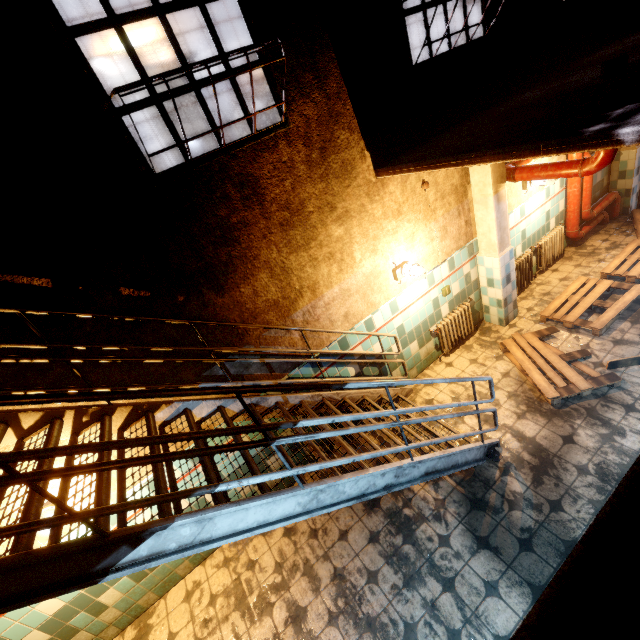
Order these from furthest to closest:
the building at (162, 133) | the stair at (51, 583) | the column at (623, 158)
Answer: the building at (162, 133), the column at (623, 158), the stair at (51, 583)

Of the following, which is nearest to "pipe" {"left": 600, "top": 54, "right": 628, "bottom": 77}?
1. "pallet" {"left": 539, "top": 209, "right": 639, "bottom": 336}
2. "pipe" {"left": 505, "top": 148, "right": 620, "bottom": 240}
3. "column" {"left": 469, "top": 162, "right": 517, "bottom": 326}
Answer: "pipe" {"left": 505, "top": 148, "right": 620, "bottom": 240}

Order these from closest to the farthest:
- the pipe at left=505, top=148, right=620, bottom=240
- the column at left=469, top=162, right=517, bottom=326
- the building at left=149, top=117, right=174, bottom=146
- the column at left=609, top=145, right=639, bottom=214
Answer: the pipe at left=505, top=148, right=620, bottom=240, the column at left=469, top=162, right=517, bottom=326, the column at left=609, top=145, right=639, bottom=214, the building at left=149, top=117, right=174, bottom=146

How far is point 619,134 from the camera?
1.9m

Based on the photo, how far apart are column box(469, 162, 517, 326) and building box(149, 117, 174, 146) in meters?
30.6

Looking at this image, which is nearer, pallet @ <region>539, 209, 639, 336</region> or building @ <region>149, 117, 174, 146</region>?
pallet @ <region>539, 209, 639, 336</region>

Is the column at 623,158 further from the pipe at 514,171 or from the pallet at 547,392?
the pallet at 547,392

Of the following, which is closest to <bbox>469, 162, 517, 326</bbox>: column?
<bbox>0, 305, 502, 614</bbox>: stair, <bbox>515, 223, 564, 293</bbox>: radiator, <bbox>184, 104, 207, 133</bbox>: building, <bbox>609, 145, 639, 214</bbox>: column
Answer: <bbox>515, 223, 564, 293</bbox>: radiator
